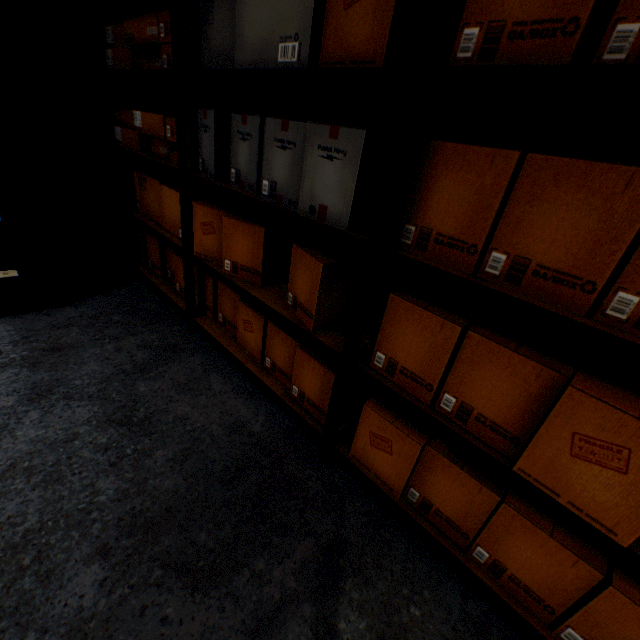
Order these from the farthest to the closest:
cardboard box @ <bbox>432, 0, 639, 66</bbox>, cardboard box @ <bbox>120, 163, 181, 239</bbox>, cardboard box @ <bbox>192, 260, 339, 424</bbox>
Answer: cardboard box @ <bbox>120, 163, 181, 239</bbox>
cardboard box @ <bbox>192, 260, 339, 424</bbox>
cardboard box @ <bbox>432, 0, 639, 66</bbox>

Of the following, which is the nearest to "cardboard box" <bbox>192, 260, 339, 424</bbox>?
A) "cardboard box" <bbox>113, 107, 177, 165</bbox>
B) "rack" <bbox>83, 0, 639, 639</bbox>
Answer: "rack" <bbox>83, 0, 639, 639</bbox>

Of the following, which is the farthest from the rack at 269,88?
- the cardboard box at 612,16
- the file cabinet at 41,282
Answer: the file cabinet at 41,282

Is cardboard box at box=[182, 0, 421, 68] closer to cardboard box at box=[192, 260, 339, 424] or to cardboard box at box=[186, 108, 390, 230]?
cardboard box at box=[186, 108, 390, 230]

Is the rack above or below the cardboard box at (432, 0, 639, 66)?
below

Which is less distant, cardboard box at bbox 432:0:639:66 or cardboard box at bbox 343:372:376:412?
cardboard box at bbox 432:0:639:66

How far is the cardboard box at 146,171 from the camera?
1.93m

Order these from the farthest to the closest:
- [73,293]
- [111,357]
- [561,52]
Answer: [73,293]
[111,357]
[561,52]
